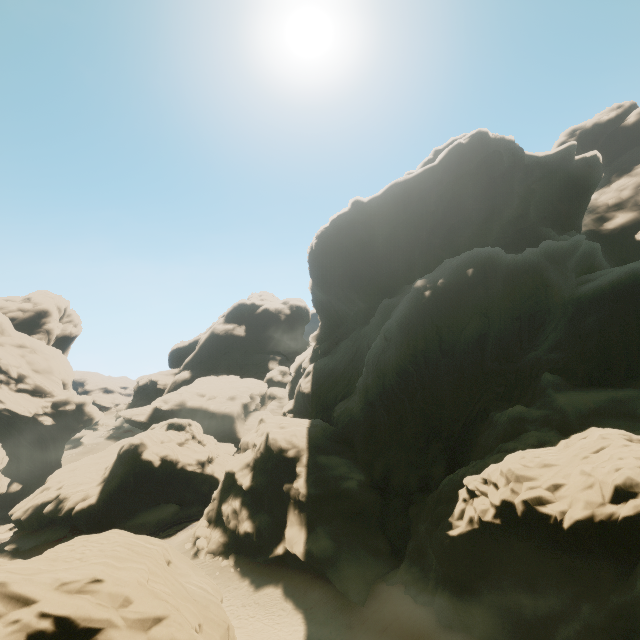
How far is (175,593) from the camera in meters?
15.0
